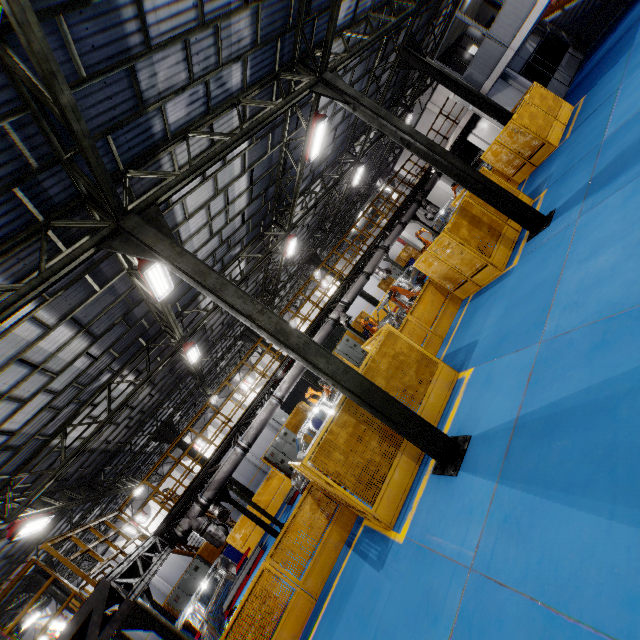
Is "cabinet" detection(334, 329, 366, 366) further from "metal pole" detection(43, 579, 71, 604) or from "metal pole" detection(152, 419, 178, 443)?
"metal pole" detection(43, 579, 71, 604)

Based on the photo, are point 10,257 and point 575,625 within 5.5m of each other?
no

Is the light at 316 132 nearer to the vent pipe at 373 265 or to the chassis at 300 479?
the vent pipe at 373 265

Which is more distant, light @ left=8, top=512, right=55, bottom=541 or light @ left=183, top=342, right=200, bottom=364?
light @ left=183, top=342, right=200, bottom=364

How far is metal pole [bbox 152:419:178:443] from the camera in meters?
18.4

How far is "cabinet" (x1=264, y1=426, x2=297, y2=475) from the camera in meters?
19.5

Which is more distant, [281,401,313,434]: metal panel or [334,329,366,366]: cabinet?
[334,329,366,366]: cabinet

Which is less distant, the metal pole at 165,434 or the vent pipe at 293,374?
the vent pipe at 293,374
